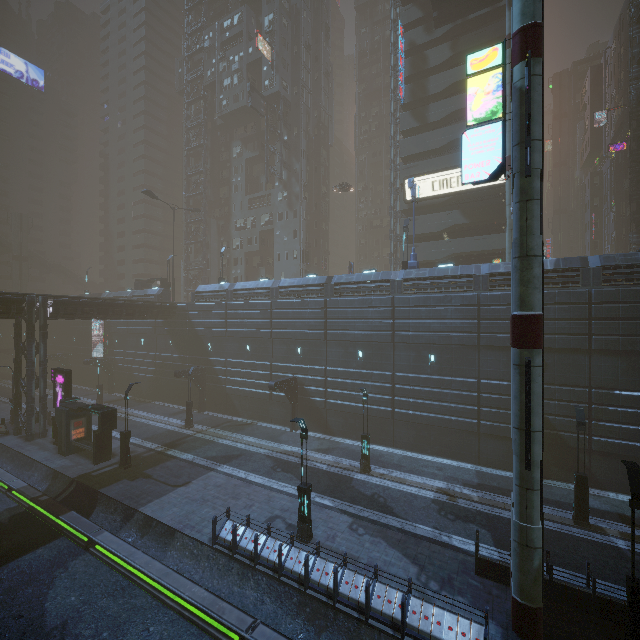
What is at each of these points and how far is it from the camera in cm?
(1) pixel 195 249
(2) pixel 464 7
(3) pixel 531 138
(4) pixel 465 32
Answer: (1) building, 5769
(2) bridge, 3123
(3) sm, 991
(4) building, 3434

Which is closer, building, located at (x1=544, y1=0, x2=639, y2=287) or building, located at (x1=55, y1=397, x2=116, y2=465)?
building, located at (x1=544, y1=0, x2=639, y2=287)

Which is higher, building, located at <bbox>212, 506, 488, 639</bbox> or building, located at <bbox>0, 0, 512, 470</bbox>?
building, located at <bbox>0, 0, 512, 470</bbox>

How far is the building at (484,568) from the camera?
12.1 meters

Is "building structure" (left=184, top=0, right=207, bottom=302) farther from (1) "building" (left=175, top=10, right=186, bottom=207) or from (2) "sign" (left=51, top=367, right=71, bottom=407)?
(2) "sign" (left=51, top=367, right=71, bottom=407)

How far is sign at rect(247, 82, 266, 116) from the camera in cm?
4323

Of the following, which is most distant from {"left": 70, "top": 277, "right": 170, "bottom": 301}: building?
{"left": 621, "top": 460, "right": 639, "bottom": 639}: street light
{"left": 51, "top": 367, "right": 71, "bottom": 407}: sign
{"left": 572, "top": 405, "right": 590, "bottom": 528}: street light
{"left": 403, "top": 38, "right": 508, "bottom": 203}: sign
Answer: {"left": 572, "top": 405, "right": 590, "bottom": 528}: street light

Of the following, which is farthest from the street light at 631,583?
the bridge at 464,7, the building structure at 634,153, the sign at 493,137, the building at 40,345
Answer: the bridge at 464,7
